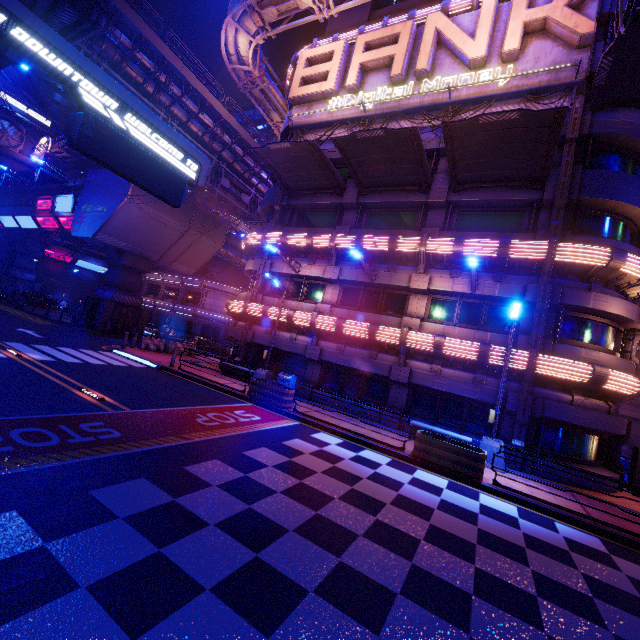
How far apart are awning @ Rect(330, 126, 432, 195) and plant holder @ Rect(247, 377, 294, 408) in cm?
1149

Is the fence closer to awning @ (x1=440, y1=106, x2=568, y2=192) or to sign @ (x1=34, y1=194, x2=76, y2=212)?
sign @ (x1=34, y1=194, x2=76, y2=212)

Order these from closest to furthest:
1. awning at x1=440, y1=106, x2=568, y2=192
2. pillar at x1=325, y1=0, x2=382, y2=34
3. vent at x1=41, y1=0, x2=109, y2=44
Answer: vent at x1=41, y1=0, x2=109, y2=44
awning at x1=440, y1=106, x2=568, y2=192
pillar at x1=325, y1=0, x2=382, y2=34

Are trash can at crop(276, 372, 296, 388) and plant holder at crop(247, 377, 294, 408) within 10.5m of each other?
yes

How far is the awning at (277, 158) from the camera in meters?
16.5 m

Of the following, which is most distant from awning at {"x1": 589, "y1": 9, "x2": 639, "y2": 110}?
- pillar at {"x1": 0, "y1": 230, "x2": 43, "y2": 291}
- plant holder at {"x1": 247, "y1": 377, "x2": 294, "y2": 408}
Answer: pillar at {"x1": 0, "y1": 230, "x2": 43, "y2": 291}

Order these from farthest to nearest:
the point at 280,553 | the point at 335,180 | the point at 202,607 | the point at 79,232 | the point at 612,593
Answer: the point at 79,232
the point at 335,180
the point at 612,593
the point at 280,553
the point at 202,607

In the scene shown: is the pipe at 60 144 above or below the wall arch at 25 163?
above
